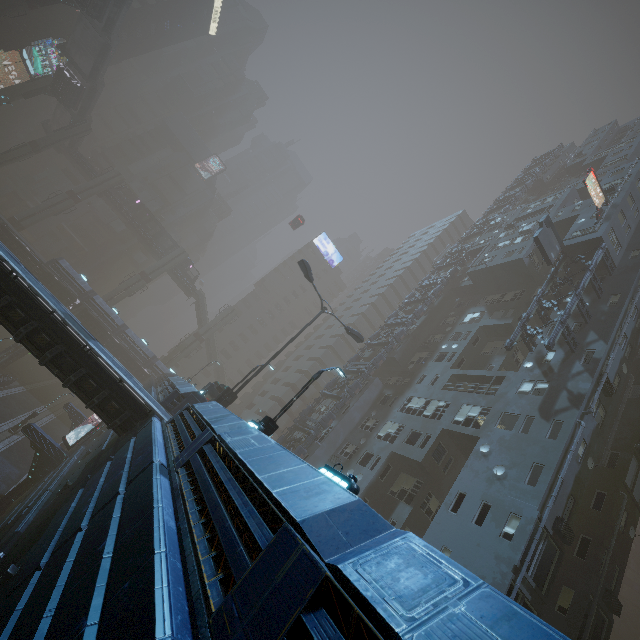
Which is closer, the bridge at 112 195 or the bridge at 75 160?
the bridge at 75 160

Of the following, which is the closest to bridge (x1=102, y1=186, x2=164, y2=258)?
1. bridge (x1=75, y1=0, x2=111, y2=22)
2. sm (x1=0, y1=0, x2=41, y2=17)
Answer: sm (x1=0, y1=0, x2=41, y2=17)

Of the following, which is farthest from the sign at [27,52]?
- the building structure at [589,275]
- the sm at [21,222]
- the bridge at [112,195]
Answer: the building structure at [589,275]

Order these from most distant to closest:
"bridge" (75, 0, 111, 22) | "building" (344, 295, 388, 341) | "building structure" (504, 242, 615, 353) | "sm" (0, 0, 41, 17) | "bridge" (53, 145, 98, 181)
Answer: "building" (344, 295, 388, 341) → "bridge" (53, 145, 98, 181) → "bridge" (75, 0, 111, 22) → "sm" (0, 0, 41, 17) → "building structure" (504, 242, 615, 353)

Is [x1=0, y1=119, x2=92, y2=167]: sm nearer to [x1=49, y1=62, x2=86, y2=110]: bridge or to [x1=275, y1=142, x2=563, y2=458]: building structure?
[x1=49, y1=62, x2=86, y2=110]: bridge

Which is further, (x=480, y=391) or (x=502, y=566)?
(x=480, y=391)

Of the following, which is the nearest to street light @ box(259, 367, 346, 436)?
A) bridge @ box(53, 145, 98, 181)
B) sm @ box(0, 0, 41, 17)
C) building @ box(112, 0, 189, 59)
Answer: building @ box(112, 0, 189, 59)

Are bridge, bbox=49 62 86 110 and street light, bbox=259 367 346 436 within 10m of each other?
no
